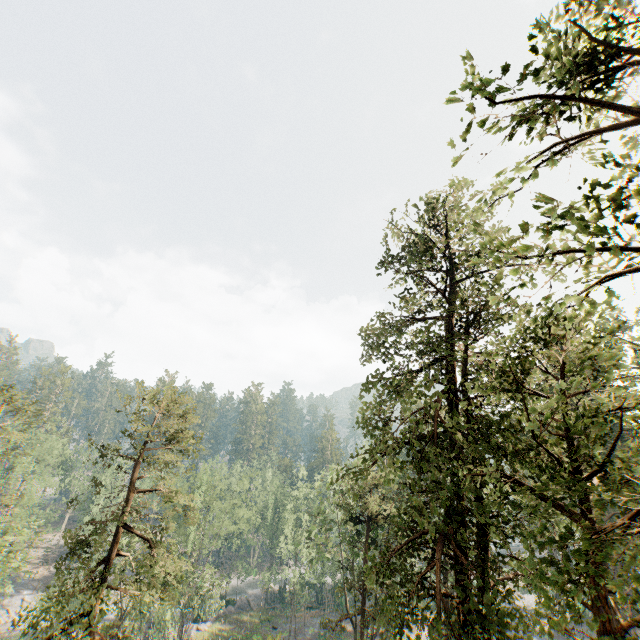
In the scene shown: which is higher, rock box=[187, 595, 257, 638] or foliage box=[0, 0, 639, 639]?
foliage box=[0, 0, 639, 639]

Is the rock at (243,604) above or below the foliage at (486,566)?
below

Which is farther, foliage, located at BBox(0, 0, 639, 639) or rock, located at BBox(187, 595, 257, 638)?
rock, located at BBox(187, 595, 257, 638)

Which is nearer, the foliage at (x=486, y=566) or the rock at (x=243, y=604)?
the foliage at (x=486, y=566)

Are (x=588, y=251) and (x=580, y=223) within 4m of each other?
yes
